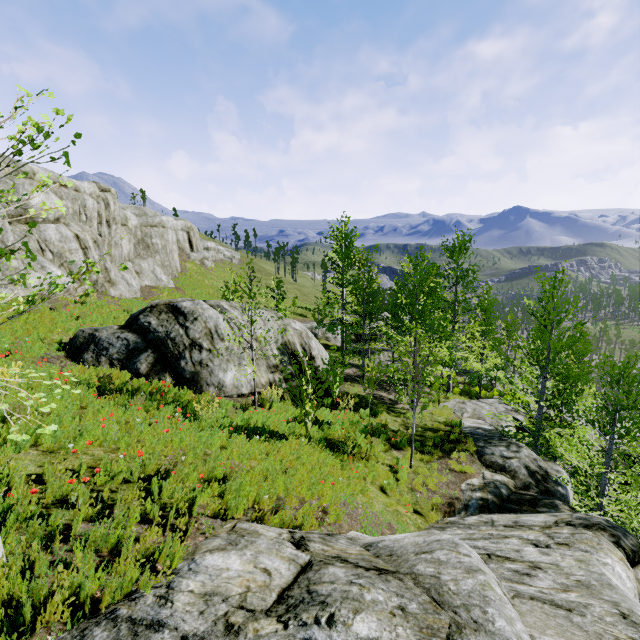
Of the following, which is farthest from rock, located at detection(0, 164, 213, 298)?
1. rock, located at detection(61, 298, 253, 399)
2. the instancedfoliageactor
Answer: rock, located at detection(61, 298, 253, 399)

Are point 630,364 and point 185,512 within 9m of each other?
no

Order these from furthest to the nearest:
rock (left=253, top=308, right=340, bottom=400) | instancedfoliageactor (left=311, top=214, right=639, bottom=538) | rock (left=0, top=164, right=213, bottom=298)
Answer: rock (left=0, top=164, right=213, bottom=298) → rock (left=253, top=308, right=340, bottom=400) → instancedfoliageactor (left=311, top=214, right=639, bottom=538)

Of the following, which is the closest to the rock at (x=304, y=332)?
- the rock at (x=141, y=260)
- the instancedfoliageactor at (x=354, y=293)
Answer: the rock at (x=141, y=260)

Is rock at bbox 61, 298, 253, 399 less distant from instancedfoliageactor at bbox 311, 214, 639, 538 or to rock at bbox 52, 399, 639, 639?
rock at bbox 52, 399, 639, 639

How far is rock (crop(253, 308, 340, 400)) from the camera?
12.26m
